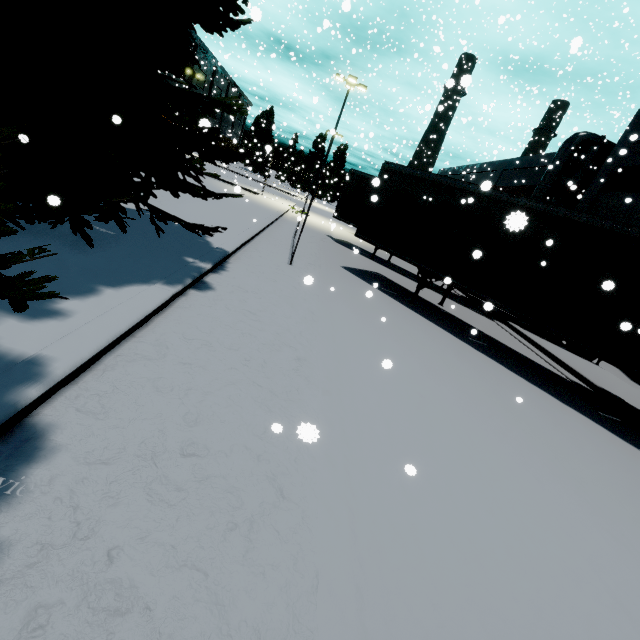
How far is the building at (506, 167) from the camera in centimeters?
2575cm

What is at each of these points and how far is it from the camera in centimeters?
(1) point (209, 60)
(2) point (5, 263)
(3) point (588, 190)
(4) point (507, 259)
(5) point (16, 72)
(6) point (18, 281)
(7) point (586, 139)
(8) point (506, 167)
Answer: (1) building, 5678cm
(2) tree, 213cm
(3) building, 2017cm
(4) semi trailer, 879cm
(5) tree, 348cm
(6) tree, 197cm
(7) vent duct, 2148cm
(8) building, 3058cm

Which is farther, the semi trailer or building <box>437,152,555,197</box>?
building <box>437,152,555,197</box>

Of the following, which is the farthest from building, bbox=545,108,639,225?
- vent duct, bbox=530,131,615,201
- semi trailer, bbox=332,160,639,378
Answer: semi trailer, bbox=332,160,639,378

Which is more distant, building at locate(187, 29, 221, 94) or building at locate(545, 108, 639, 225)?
building at locate(187, 29, 221, 94)

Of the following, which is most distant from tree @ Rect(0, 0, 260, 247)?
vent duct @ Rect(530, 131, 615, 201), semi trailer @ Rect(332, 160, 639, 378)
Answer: vent duct @ Rect(530, 131, 615, 201)

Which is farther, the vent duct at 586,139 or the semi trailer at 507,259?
the vent duct at 586,139

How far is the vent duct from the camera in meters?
21.5 m
